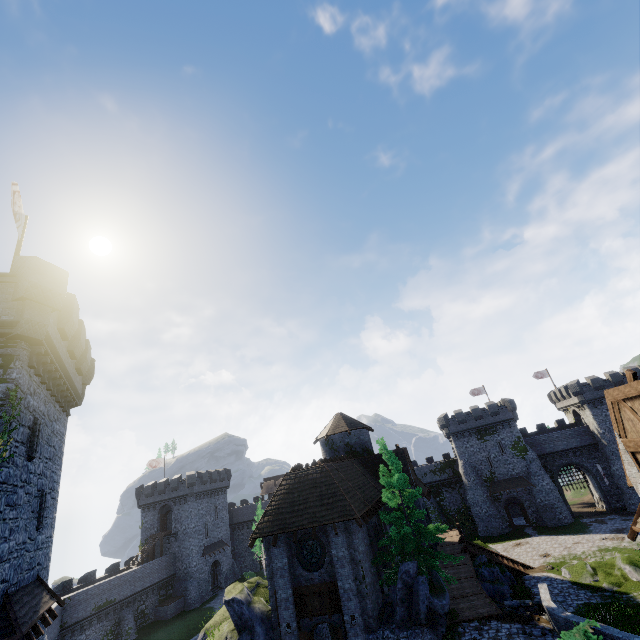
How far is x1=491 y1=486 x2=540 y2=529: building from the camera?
45.1m

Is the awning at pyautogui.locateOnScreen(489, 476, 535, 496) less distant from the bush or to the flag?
the bush

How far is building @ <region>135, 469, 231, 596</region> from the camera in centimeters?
4803cm

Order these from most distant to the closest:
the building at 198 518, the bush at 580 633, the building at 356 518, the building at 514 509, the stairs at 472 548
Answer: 1. the building at 514 509
2. the building at 198 518
3. the stairs at 472 548
4. the building at 356 518
5. the bush at 580 633

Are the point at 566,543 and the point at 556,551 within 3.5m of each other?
yes

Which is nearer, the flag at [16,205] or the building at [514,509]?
the flag at [16,205]

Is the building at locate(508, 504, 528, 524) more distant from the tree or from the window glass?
the window glass

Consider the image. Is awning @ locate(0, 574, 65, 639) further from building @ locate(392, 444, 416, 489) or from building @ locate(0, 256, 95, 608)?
building @ locate(392, 444, 416, 489)
